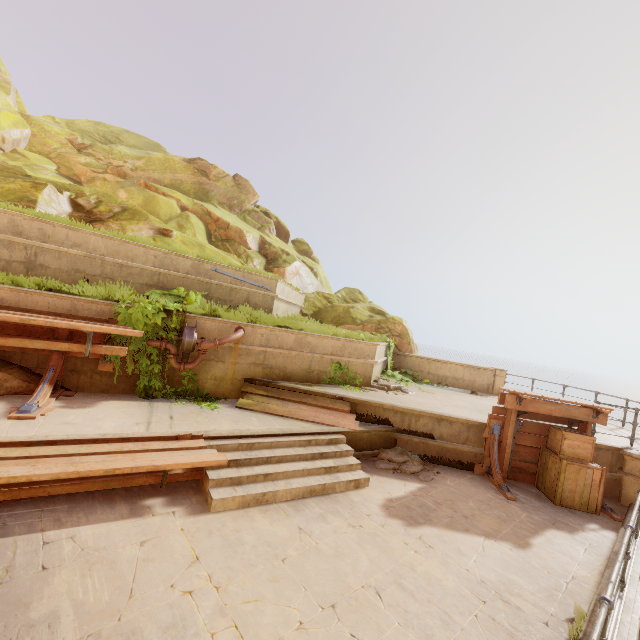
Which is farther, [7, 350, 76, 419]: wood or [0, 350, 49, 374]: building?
[0, 350, 49, 374]: building

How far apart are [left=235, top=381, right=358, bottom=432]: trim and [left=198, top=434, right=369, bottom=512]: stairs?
0.23m

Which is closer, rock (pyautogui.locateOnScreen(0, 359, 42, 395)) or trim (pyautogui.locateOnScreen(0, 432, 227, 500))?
trim (pyautogui.locateOnScreen(0, 432, 227, 500))

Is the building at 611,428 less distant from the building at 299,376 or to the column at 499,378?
the building at 299,376

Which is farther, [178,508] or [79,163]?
[79,163]

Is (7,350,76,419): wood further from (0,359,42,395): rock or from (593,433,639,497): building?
(593,433,639,497): building

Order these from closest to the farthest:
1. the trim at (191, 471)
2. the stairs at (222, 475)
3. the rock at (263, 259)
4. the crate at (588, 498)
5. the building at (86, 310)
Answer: the trim at (191, 471), the stairs at (222, 475), the building at (86, 310), the crate at (588, 498), the rock at (263, 259)

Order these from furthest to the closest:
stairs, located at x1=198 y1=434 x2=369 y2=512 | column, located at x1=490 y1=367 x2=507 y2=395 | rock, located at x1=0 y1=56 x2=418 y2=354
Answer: column, located at x1=490 y1=367 x2=507 y2=395 → rock, located at x1=0 y1=56 x2=418 y2=354 → stairs, located at x1=198 y1=434 x2=369 y2=512
